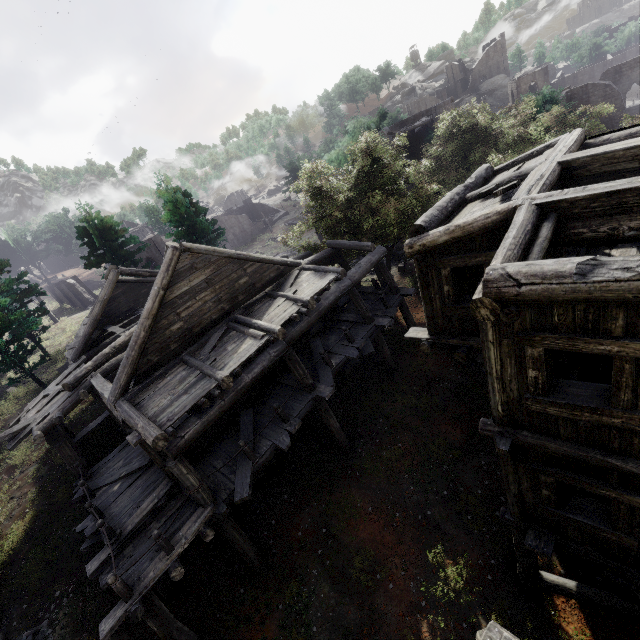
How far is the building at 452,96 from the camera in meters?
29.1 m

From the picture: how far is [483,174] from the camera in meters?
9.1 m

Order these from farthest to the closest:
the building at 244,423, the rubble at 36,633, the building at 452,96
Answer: the building at 452,96 → the rubble at 36,633 → the building at 244,423

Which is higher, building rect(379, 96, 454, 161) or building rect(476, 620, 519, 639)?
building rect(379, 96, 454, 161)

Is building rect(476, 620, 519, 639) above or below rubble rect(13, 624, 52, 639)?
above

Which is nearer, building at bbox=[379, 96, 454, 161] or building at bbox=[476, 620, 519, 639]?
building at bbox=[476, 620, 519, 639]

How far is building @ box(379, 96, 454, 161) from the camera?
29.1 meters
